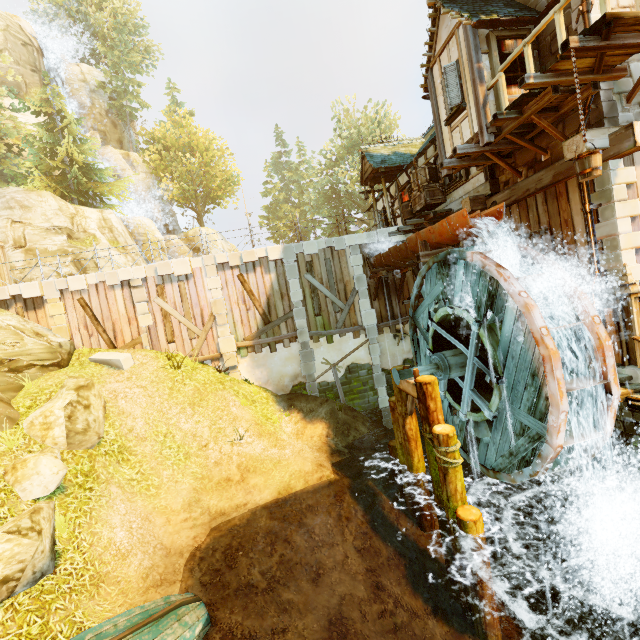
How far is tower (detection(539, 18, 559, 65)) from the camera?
8.2m

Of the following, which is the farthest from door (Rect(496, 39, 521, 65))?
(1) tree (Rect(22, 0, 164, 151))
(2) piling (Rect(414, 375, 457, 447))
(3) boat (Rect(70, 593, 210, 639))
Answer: (1) tree (Rect(22, 0, 164, 151))

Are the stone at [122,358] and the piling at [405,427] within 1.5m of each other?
no

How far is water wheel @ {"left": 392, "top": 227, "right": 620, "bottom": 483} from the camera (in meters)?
6.39

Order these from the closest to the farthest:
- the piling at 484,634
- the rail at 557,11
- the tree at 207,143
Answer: the rail at 557,11
the piling at 484,634
the tree at 207,143

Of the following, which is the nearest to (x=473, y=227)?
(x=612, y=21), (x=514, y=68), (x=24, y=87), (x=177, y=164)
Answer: (x=612, y=21)

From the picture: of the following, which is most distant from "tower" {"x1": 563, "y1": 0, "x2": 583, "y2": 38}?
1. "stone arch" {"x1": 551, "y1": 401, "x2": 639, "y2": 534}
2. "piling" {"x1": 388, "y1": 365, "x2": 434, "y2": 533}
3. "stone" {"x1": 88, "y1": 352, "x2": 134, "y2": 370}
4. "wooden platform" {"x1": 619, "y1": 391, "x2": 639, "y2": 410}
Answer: "stone" {"x1": 88, "y1": 352, "x2": 134, "y2": 370}

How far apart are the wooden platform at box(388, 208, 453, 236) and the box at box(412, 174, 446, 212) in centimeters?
34cm
